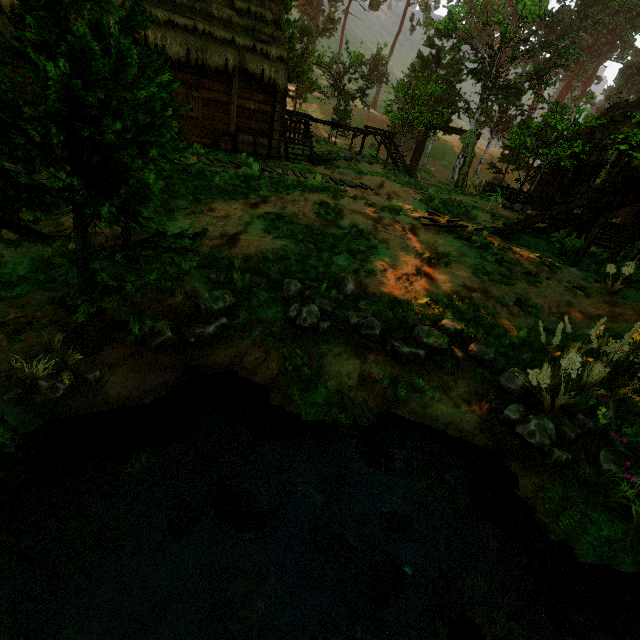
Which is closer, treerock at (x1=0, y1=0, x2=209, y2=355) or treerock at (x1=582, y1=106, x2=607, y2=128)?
treerock at (x1=0, y1=0, x2=209, y2=355)

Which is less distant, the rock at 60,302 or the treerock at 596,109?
the rock at 60,302

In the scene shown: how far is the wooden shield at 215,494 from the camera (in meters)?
2.80

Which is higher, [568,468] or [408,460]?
[568,468]

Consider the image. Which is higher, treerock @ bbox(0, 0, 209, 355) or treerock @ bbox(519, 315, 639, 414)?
treerock @ bbox(0, 0, 209, 355)

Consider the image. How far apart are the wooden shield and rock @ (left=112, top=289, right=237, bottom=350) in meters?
0.8 m

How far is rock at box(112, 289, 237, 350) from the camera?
3.9 meters

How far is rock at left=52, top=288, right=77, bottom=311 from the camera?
4.0 meters
